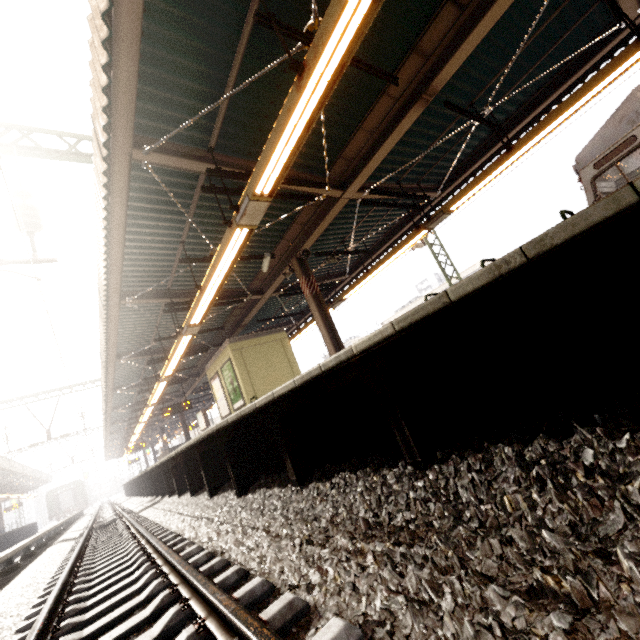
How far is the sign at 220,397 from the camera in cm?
1248

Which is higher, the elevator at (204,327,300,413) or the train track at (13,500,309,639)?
the elevator at (204,327,300,413)

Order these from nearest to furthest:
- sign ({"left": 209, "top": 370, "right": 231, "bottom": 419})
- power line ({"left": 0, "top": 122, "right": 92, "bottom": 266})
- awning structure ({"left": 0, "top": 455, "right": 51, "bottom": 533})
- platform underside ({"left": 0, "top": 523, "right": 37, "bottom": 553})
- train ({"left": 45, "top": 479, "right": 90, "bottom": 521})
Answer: power line ({"left": 0, "top": 122, "right": 92, "bottom": 266})
sign ({"left": 209, "top": 370, "right": 231, "bottom": 419})
platform underside ({"left": 0, "top": 523, "right": 37, "bottom": 553})
awning structure ({"left": 0, "top": 455, "right": 51, "bottom": 533})
train ({"left": 45, "top": 479, "right": 90, "bottom": 521})

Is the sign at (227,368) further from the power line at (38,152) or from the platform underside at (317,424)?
the power line at (38,152)

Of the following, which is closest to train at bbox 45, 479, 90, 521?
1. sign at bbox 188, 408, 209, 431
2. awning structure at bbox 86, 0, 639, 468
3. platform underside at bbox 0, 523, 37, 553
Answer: awning structure at bbox 86, 0, 639, 468

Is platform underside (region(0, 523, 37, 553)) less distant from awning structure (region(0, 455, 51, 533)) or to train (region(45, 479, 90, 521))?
awning structure (region(0, 455, 51, 533))

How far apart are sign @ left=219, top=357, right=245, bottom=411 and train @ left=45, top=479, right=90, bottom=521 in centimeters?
4796cm

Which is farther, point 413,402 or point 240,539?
point 240,539
